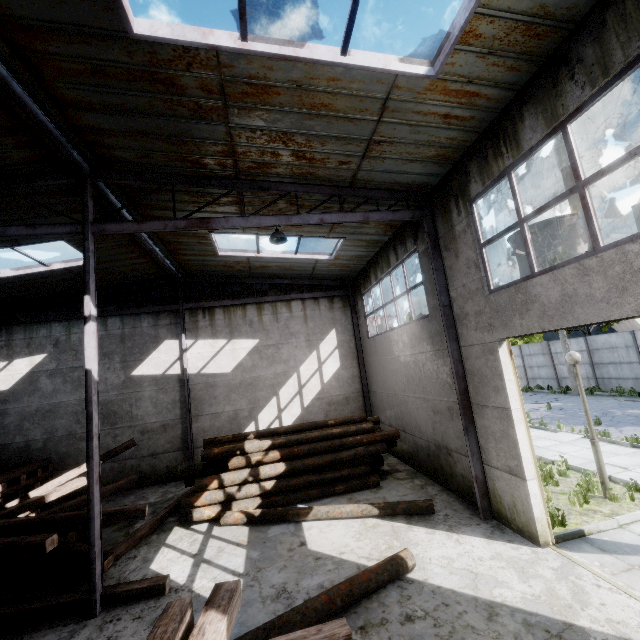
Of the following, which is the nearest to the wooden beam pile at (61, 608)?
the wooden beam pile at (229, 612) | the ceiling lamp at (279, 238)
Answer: the wooden beam pile at (229, 612)

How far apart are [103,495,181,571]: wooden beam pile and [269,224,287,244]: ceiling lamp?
8.0m

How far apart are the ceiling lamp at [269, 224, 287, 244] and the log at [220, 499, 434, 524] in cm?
668

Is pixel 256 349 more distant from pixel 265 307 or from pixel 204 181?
pixel 204 181

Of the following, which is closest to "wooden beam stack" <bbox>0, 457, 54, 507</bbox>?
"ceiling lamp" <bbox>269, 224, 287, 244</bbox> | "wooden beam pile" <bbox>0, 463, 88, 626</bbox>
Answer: "wooden beam pile" <bbox>0, 463, 88, 626</bbox>

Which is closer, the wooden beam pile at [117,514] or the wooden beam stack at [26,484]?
the wooden beam pile at [117,514]

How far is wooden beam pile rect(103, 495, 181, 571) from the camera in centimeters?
648cm

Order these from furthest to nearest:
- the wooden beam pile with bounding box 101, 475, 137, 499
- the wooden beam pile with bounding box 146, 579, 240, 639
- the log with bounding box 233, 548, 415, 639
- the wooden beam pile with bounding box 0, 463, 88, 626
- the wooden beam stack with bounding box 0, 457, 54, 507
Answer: the wooden beam stack with bounding box 0, 457, 54, 507 < the wooden beam pile with bounding box 101, 475, 137, 499 < the wooden beam pile with bounding box 0, 463, 88, 626 < the log with bounding box 233, 548, 415, 639 < the wooden beam pile with bounding box 146, 579, 240, 639
